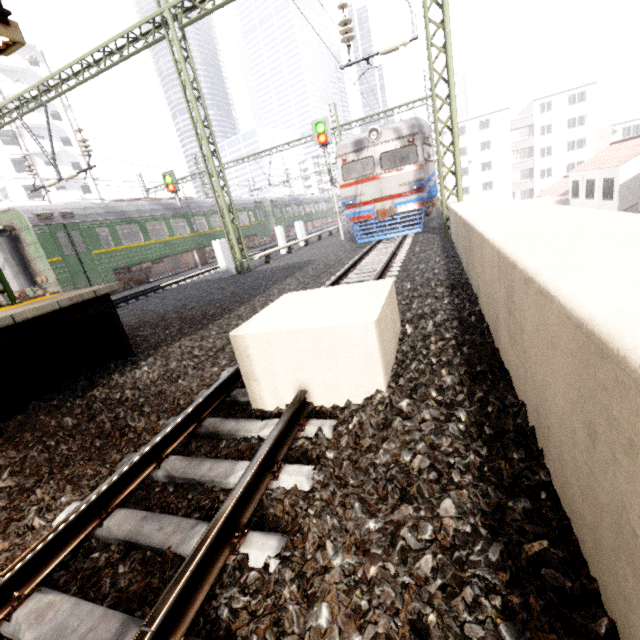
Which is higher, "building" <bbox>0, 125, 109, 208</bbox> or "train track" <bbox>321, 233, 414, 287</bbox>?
"building" <bbox>0, 125, 109, 208</bbox>

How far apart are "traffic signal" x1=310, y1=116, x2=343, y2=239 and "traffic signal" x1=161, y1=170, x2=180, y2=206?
9.0 meters

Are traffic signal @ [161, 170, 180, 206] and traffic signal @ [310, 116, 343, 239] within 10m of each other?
yes

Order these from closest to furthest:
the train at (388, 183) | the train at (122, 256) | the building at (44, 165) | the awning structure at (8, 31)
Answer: the awning structure at (8, 31) < the train at (388, 183) < the train at (122, 256) < the building at (44, 165)

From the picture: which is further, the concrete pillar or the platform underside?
the platform underside

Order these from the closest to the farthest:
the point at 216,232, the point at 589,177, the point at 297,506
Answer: the point at 297,506 < the point at 216,232 < the point at 589,177

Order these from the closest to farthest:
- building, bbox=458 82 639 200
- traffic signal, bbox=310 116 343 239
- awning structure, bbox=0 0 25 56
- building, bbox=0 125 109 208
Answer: awning structure, bbox=0 0 25 56
traffic signal, bbox=310 116 343 239
building, bbox=0 125 109 208
building, bbox=458 82 639 200

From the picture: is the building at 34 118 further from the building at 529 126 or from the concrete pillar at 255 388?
the concrete pillar at 255 388
